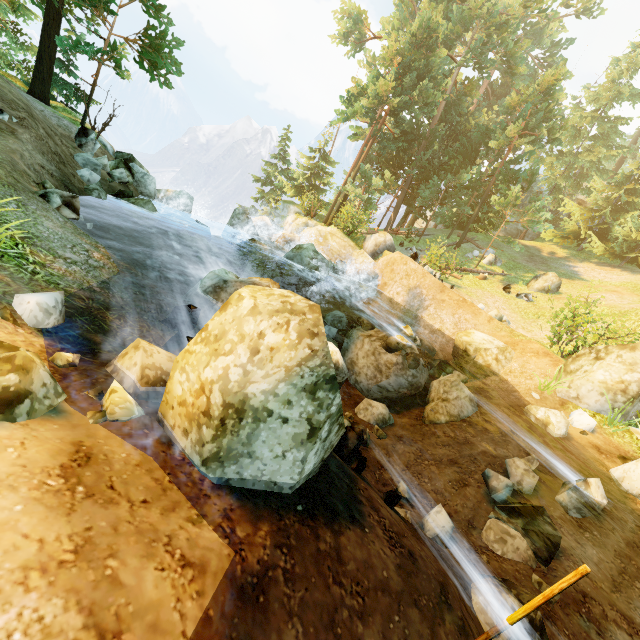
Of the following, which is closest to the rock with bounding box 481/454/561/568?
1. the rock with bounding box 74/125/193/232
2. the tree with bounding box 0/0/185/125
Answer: the tree with bounding box 0/0/185/125

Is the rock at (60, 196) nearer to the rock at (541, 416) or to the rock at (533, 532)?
the rock at (533, 532)

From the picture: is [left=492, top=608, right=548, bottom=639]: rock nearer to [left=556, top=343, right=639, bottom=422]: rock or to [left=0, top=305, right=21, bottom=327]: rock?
[left=0, top=305, right=21, bottom=327]: rock

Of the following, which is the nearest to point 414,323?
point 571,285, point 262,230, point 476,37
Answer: point 262,230

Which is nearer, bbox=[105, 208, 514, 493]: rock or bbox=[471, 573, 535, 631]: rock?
bbox=[105, 208, 514, 493]: rock

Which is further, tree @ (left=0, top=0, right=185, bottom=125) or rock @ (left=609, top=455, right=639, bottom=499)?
tree @ (left=0, top=0, right=185, bottom=125)

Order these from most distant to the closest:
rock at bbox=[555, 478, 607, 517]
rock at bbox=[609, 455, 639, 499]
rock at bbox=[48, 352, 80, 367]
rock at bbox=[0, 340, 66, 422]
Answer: rock at bbox=[609, 455, 639, 499] < rock at bbox=[555, 478, 607, 517] < rock at bbox=[48, 352, 80, 367] < rock at bbox=[0, 340, 66, 422]

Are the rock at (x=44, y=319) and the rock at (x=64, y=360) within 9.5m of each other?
yes
